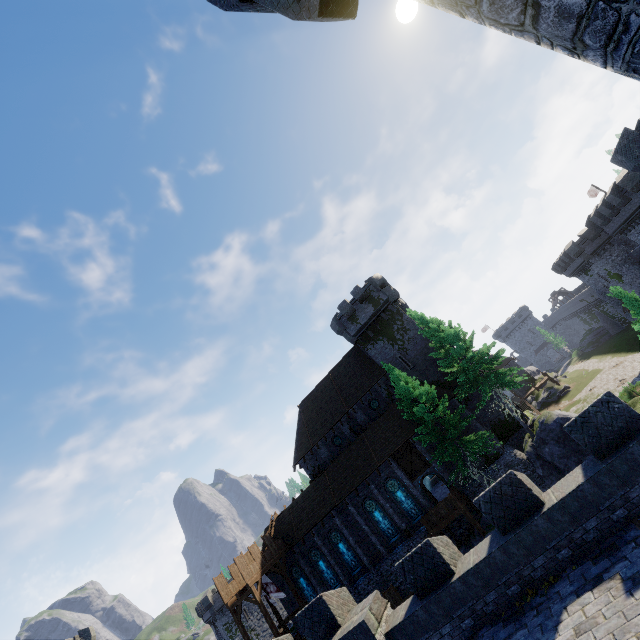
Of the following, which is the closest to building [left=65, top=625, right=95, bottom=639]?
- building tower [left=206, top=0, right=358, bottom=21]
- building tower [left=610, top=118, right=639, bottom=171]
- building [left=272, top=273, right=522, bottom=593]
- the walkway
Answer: building [left=272, top=273, right=522, bottom=593]

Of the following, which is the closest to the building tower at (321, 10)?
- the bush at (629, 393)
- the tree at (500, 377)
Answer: the tree at (500, 377)

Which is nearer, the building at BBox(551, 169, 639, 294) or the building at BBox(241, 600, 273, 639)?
the building at BBox(551, 169, 639, 294)

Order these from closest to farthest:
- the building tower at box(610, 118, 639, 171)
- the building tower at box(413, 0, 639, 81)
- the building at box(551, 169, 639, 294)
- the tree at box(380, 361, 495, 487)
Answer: the building tower at box(413, 0, 639, 81), the building tower at box(610, 118, 639, 171), the tree at box(380, 361, 495, 487), the building at box(551, 169, 639, 294)

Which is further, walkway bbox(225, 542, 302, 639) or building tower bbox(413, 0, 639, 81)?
walkway bbox(225, 542, 302, 639)

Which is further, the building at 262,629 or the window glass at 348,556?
the building at 262,629

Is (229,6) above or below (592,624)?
above

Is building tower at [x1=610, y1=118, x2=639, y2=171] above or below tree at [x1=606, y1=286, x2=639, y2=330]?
above
